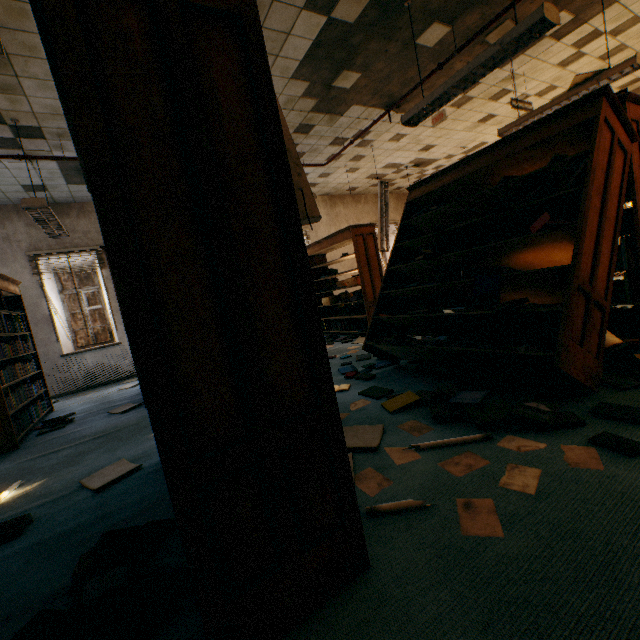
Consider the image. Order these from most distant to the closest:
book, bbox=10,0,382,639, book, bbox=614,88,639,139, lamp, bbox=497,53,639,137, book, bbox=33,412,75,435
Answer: book, bbox=33,412,75,435, lamp, bbox=497,53,639,137, book, bbox=614,88,639,139, book, bbox=10,0,382,639

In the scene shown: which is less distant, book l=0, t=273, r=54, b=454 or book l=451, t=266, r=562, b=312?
book l=451, t=266, r=562, b=312

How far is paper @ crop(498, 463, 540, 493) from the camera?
1.51m

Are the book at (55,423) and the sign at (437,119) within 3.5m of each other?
no

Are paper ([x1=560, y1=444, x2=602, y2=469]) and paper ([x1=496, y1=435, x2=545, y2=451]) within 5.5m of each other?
yes

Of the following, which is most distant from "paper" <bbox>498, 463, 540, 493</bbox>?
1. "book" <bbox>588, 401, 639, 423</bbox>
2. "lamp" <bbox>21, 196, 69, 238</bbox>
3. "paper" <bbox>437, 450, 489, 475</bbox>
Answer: "lamp" <bbox>21, 196, 69, 238</bbox>

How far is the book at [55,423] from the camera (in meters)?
4.18

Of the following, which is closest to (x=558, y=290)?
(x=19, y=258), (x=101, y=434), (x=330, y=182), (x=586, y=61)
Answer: (x=101, y=434)
